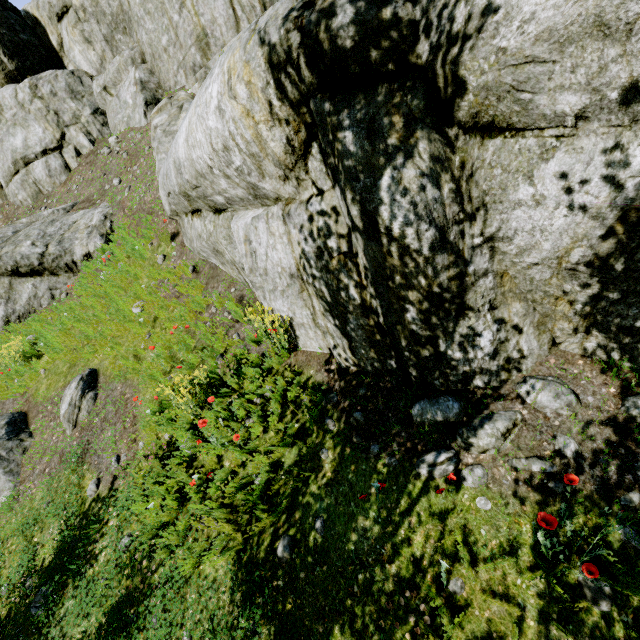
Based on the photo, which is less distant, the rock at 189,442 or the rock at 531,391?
the rock at 531,391

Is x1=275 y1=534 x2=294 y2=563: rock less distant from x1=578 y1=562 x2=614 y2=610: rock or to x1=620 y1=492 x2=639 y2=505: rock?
x1=620 y1=492 x2=639 y2=505: rock

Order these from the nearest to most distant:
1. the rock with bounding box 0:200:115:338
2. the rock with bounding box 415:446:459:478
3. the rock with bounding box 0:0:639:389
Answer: the rock with bounding box 0:0:639:389 → the rock with bounding box 415:446:459:478 → the rock with bounding box 0:200:115:338

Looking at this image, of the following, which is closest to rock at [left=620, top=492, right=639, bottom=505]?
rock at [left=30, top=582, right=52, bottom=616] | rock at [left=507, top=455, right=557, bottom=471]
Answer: rock at [left=507, top=455, right=557, bottom=471]

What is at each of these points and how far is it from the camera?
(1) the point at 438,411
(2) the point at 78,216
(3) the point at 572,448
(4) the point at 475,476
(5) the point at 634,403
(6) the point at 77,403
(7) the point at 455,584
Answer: (1) rock, 3.7 meters
(2) rock, 10.1 meters
(3) rock, 3.1 meters
(4) rock, 3.3 meters
(5) rock, 3.0 meters
(6) rock, 6.2 meters
(7) rock, 2.9 meters

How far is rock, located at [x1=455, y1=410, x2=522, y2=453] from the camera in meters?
3.4

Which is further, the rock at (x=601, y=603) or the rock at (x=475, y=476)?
the rock at (x=475, y=476)

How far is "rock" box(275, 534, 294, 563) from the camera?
3.6 meters
